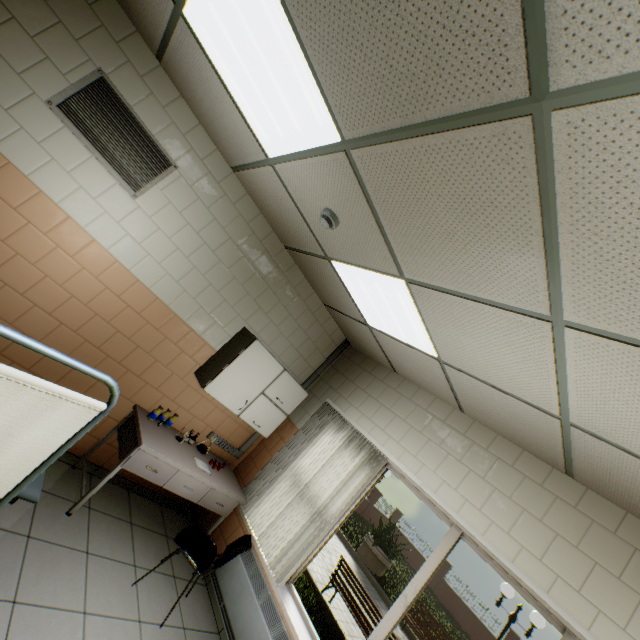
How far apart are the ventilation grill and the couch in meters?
1.8

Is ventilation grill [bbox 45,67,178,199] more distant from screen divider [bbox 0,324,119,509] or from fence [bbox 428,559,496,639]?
fence [bbox 428,559,496,639]

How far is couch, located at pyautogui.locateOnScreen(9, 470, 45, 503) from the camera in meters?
1.8 m

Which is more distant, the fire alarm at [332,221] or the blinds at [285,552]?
the blinds at [285,552]

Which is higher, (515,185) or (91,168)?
(515,185)

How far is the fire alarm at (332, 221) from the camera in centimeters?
238cm

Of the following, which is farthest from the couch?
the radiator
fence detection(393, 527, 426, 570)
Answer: fence detection(393, 527, 426, 570)

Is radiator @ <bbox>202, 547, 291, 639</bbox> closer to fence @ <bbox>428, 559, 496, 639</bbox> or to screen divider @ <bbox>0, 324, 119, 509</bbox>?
screen divider @ <bbox>0, 324, 119, 509</bbox>
